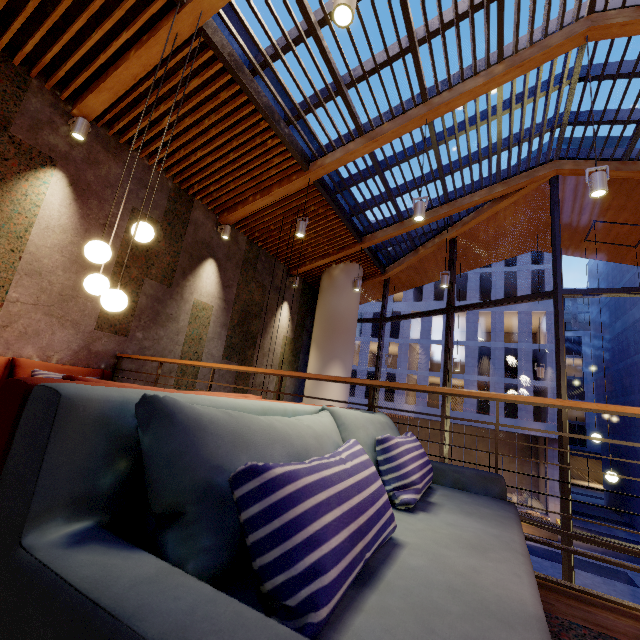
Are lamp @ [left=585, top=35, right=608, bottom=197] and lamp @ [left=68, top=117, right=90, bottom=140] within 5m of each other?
no

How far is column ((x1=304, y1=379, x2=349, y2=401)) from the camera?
8.0 meters

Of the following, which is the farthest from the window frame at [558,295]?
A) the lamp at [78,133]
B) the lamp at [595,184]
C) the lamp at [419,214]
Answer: the lamp at [78,133]

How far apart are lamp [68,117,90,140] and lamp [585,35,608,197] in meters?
6.2

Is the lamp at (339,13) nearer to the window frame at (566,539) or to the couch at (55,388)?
the couch at (55,388)

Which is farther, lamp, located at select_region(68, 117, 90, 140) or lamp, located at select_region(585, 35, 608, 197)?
lamp, located at select_region(68, 117, 90, 140)

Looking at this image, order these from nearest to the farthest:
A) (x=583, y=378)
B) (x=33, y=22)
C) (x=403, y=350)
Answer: (x=33, y=22), (x=403, y=350), (x=583, y=378)

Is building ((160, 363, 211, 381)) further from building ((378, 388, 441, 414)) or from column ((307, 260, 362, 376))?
building ((378, 388, 441, 414))
